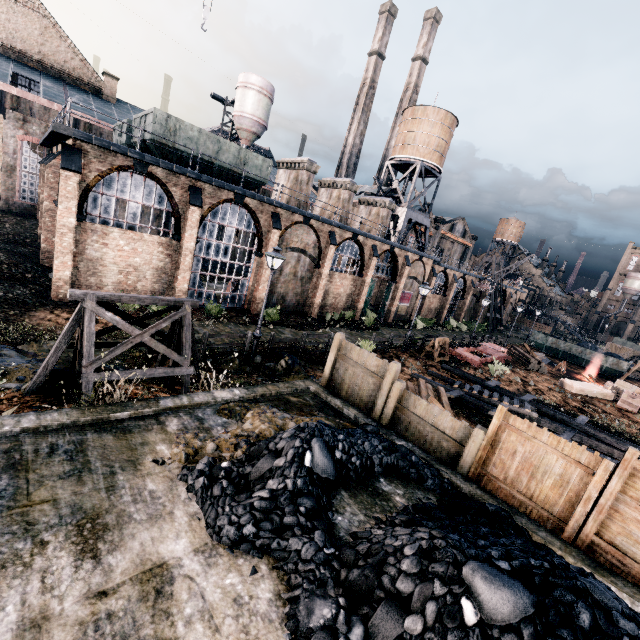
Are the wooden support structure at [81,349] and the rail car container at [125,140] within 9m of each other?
no

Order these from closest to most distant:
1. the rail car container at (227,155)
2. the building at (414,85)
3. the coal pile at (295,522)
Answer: the coal pile at (295,522), the rail car container at (227,155), the building at (414,85)

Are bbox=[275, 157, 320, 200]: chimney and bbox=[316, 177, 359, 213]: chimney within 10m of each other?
yes

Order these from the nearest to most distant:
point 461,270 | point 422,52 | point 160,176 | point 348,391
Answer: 1. point 348,391
2. point 160,176
3. point 461,270
4. point 422,52

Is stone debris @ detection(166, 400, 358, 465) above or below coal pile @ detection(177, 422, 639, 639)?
below

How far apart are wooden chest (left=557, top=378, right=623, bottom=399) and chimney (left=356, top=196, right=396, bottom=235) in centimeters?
2211cm

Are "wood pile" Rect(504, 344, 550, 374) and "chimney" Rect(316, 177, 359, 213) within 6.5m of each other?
no

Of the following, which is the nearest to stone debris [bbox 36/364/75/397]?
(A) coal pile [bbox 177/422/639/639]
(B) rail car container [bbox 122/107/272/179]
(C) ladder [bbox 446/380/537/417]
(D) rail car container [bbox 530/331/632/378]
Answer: (A) coal pile [bbox 177/422/639/639]
